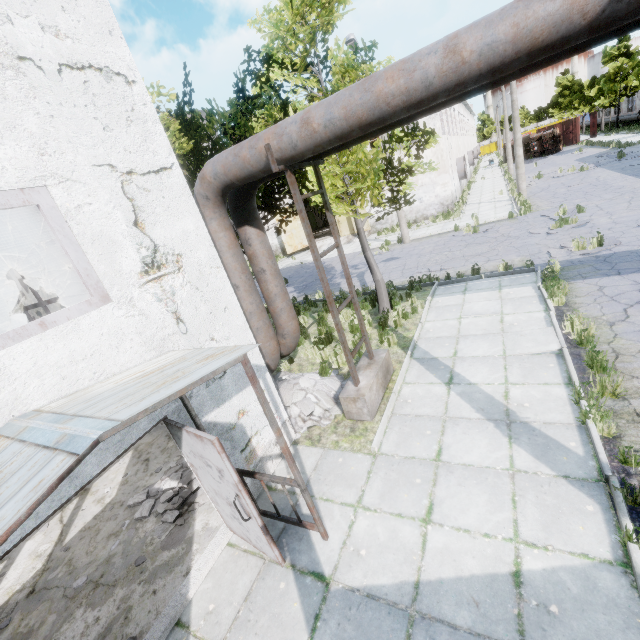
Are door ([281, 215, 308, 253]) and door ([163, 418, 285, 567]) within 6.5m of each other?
no

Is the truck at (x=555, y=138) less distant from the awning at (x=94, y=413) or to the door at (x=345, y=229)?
the door at (x=345, y=229)

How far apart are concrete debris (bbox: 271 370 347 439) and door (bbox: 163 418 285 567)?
1.9m

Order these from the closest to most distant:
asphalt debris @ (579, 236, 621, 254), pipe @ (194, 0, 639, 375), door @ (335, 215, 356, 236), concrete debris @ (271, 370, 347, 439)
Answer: pipe @ (194, 0, 639, 375)
concrete debris @ (271, 370, 347, 439)
asphalt debris @ (579, 236, 621, 254)
door @ (335, 215, 356, 236)

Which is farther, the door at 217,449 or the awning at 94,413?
the door at 217,449

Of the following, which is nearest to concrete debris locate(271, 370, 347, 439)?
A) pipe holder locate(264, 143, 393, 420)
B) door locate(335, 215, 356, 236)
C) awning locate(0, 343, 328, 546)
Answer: pipe holder locate(264, 143, 393, 420)

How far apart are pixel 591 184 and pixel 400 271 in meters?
13.9

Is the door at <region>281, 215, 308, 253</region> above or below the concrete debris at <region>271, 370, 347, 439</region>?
above
